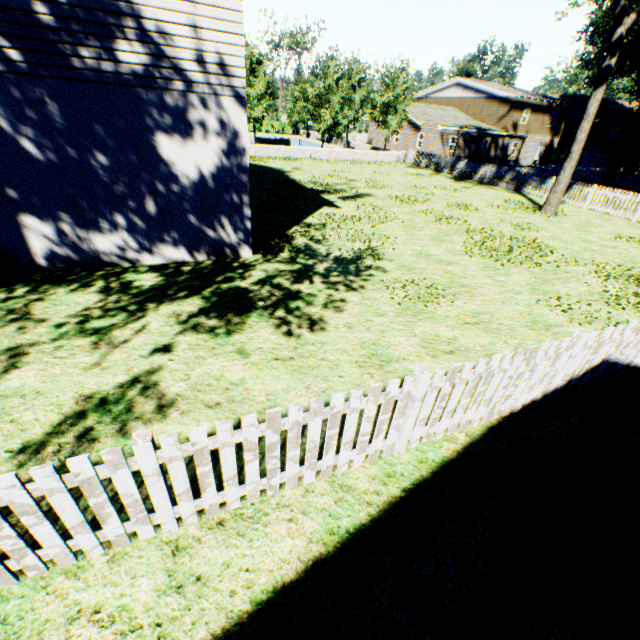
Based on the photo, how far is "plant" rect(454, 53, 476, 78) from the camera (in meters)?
56.19

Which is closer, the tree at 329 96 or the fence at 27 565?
the fence at 27 565

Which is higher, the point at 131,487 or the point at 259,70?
the point at 259,70

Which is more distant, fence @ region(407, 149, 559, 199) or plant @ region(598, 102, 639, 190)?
fence @ region(407, 149, 559, 199)

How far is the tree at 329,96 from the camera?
27.5m

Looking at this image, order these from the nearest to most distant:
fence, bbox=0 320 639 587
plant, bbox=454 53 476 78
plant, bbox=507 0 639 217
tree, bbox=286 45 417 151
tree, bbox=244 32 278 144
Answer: fence, bbox=0 320 639 587 → plant, bbox=507 0 639 217 → tree, bbox=244 32 278 144 → tree, bbox=286 45 417 151 → plant, bbox=454 53 476 78

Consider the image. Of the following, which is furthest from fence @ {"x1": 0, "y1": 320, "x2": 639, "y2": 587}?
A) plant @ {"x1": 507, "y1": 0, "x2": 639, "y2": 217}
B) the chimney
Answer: the chimney

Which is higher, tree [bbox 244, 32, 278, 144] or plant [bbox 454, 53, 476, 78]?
plant [bbox 454, 53, 476, 78]
